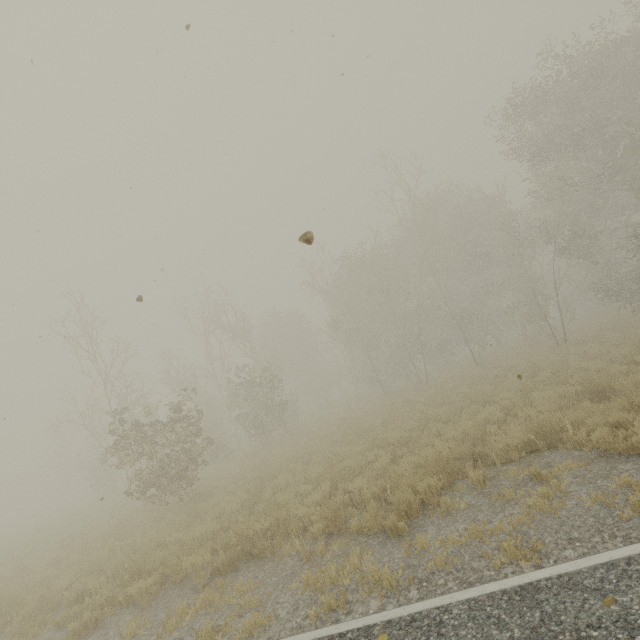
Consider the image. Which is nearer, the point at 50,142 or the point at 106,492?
the point at 50,142
